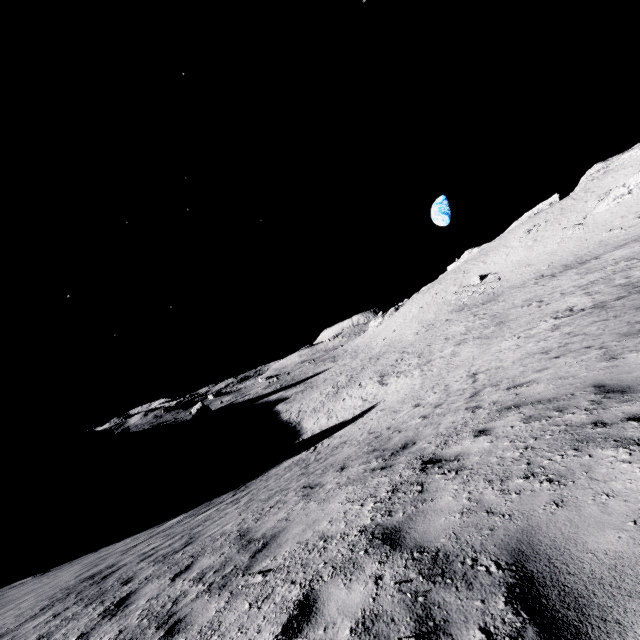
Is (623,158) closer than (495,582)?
No
